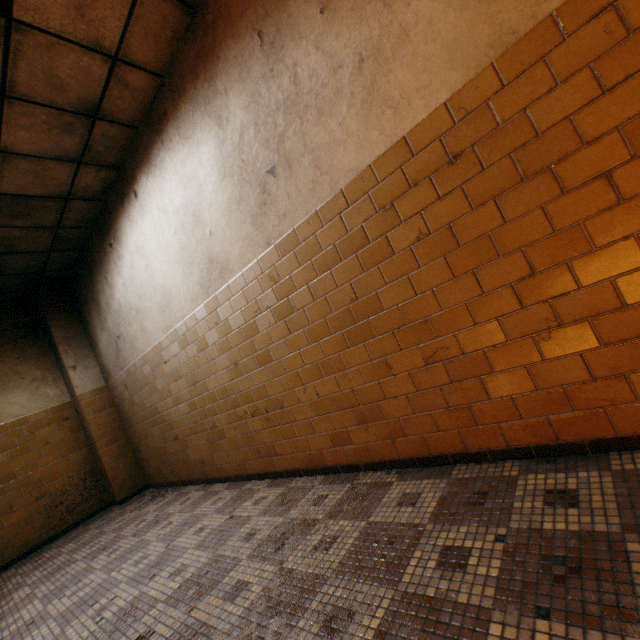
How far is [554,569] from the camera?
1.17m

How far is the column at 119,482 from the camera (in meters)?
5.46

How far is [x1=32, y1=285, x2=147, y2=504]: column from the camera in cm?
546
